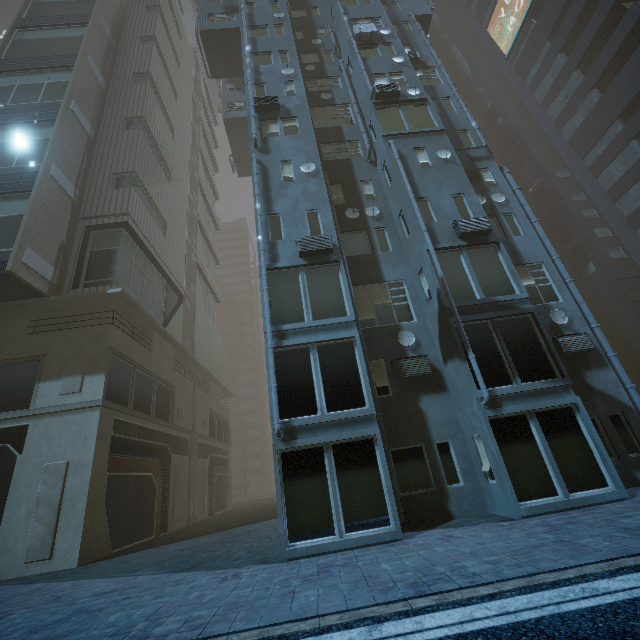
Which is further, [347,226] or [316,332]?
[347,226]
